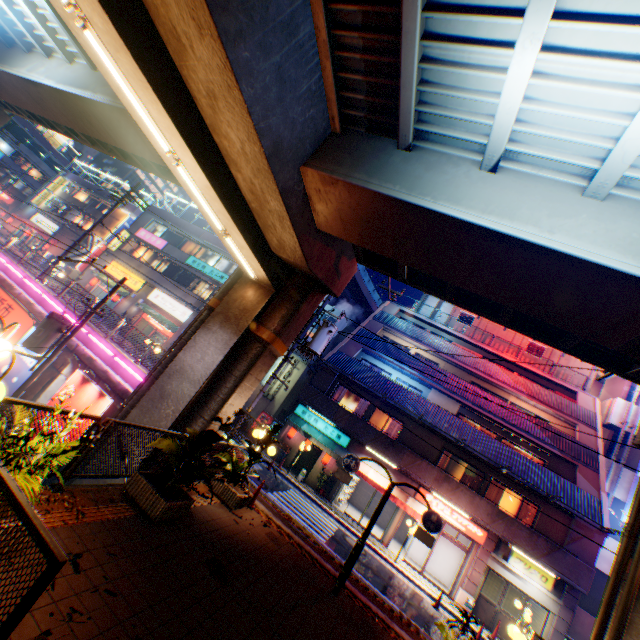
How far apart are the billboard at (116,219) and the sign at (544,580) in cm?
4798

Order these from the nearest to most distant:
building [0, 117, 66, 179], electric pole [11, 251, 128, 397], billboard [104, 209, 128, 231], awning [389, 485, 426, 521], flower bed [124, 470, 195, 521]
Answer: flower bed [124, 470, 195, 521]
electric pole [11, 251, 128, 397]
awning [389, 485, 426, 521]
billboard [104, 209, 128, 231]
building [0, 117, 66, 179]

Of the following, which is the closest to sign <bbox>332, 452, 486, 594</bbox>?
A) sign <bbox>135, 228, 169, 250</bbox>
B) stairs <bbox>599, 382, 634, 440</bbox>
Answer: stairs <bbox>599, 382, 634, 440</bbox>

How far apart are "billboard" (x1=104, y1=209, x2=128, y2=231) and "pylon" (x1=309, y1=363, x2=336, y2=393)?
33.43m

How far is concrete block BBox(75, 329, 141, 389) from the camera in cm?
1435

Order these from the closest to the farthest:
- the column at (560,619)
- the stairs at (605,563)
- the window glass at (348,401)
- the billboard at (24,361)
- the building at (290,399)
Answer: the billboard at (24,361) < the column at (560,619) < the stairs at (605,563) < the window glass at (348,401) < the building at (290,399)

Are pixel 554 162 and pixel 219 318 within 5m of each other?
no

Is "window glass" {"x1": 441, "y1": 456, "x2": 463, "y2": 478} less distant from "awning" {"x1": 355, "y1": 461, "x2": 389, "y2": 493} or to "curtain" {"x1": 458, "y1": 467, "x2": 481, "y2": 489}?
"curtain" {"x1": 458, "y1": 467, "x2": 481, "y2": 489}
